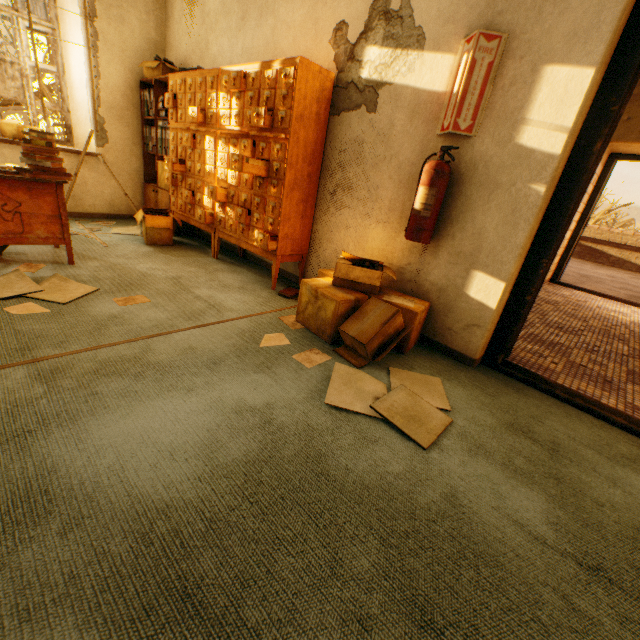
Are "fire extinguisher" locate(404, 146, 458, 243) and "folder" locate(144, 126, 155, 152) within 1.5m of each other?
no

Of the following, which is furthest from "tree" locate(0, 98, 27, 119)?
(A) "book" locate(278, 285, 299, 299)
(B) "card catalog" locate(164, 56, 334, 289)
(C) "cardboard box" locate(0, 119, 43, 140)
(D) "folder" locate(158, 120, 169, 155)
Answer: (A) "book" locate(278, 285, 299, 299)

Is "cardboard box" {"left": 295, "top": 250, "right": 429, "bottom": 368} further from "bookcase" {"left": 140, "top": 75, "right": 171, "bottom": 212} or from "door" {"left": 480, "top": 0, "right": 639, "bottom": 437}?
"bookcase" {"left": 140, "top": 75, "right": 171, "bottom": 212}

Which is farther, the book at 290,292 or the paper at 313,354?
the book at 290,292

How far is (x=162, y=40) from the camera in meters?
4.4 m

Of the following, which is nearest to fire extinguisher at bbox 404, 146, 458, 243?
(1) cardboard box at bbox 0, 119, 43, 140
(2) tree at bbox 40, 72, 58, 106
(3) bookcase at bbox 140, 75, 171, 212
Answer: (3) bookcase at bbox 140, 75, 171, 212

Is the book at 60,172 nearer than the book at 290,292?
Yes

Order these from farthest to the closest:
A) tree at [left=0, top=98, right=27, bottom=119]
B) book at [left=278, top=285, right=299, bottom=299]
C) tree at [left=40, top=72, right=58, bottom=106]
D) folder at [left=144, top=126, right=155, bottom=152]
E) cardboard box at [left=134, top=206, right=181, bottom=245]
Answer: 1. tree at [left=0, top=98, right=27, bottom=119]
2. tree at [left=40, top=72, right=58, bottom=106]
3. folder at [left=144, top=126, right=155, bottom=152]
4. cardboard box at [left=134, top=206, right=181, bottom=245]
5. book at [left=278, top=285, right=299, bottom=299]
